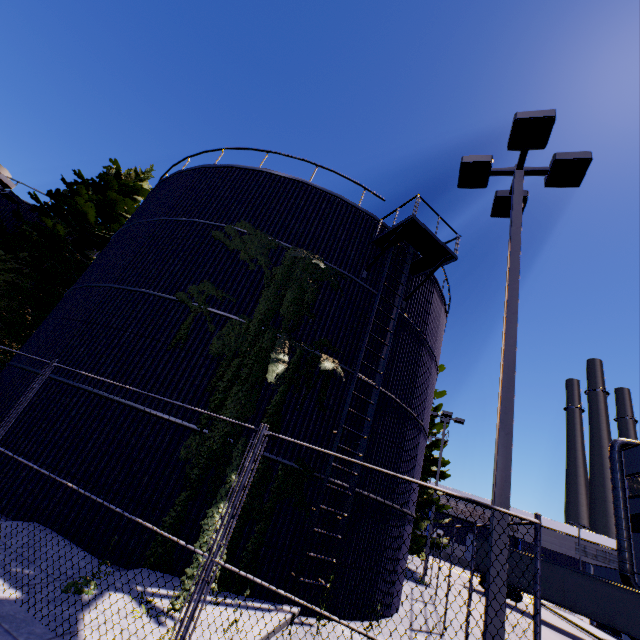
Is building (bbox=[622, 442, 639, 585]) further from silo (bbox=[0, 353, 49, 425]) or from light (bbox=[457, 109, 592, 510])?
light (bbox=[457, 109, 592, 510])

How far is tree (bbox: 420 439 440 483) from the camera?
21.3m

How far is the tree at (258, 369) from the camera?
8.3 meters

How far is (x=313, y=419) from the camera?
9.0 meters

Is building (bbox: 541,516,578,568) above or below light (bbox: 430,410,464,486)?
below

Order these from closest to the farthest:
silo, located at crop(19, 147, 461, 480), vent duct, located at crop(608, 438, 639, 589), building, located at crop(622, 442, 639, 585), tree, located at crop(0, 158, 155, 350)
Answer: silo, located at crop(19, 147, 461, 480), tree, located at crop(0, 158, 155, 350), vent duct, located at crop(608, 438, 639, 589), building, located at crop(622, 442, 639, 585)

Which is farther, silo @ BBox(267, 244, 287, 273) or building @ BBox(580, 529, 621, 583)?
building @ BBox(580, 529, 621, 583)

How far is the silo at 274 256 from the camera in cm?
1030
